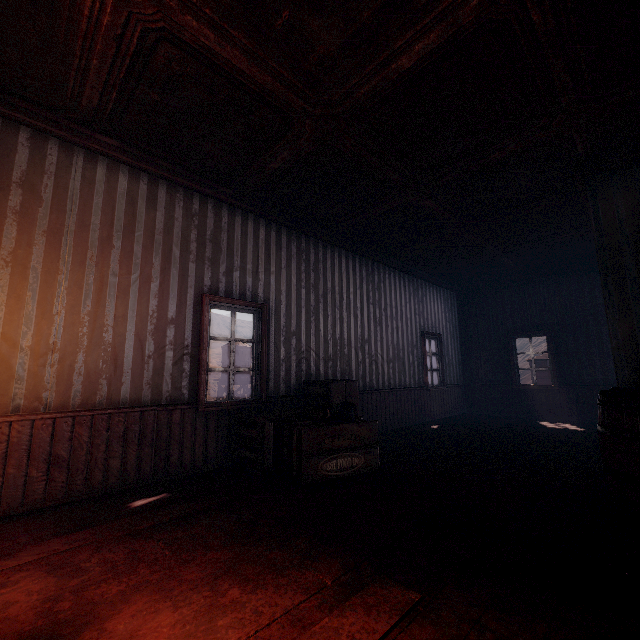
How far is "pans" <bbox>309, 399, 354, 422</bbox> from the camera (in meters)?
3.93

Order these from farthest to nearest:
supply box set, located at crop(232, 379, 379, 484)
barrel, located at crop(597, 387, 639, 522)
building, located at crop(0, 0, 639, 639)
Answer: supply box set, located at crop(232, 379, 379, 484) < barrel, located at crop(597, 387, 639, 522) < building, located at crop(0, 0, 639, 639)

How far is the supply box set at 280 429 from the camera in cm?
359

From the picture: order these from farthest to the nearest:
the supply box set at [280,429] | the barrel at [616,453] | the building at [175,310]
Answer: the supply box set at [280,429], the barrel at [616,453], the building at [175,310]

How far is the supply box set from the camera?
3.6m

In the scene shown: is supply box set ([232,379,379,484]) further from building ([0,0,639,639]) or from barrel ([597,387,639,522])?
barrel ([597,387,639,522])

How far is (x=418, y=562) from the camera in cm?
207

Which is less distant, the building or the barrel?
Answer: the building
